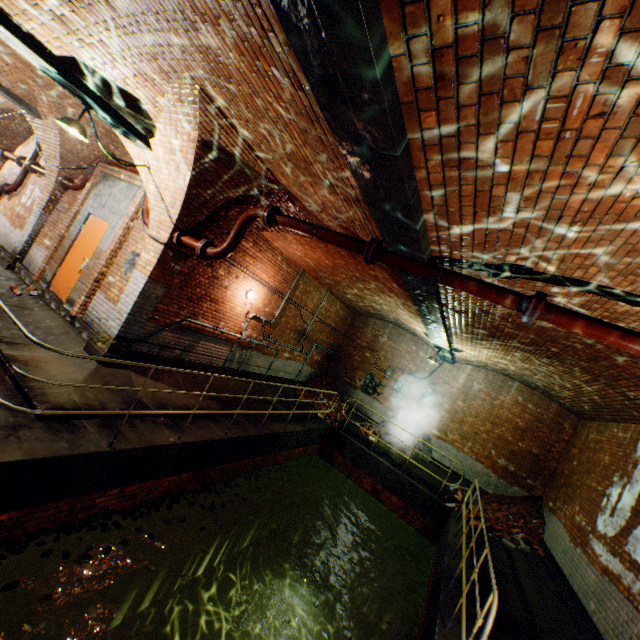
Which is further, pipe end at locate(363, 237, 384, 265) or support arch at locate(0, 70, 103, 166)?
support arch at locate(0, 70, 103, 166)

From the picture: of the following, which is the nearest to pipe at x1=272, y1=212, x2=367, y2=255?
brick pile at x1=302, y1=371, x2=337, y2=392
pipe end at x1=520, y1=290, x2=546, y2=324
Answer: pipe end at x1=520, y1=290, x2=546, y2=324

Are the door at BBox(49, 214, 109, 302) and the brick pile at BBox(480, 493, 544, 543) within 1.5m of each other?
no

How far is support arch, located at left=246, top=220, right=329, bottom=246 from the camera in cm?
675

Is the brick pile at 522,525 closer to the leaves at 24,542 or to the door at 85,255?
the leaves at 24,542

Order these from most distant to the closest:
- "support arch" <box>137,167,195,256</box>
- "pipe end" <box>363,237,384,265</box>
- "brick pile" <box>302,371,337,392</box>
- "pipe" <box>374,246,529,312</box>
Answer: "brick pile" <box>302,371,337,392</box> < "support arch" <box>137,167,195,256</box> < "pipe end" <box>363,237,384,265</box> < "pipe" <box>374,246,529,312</box>

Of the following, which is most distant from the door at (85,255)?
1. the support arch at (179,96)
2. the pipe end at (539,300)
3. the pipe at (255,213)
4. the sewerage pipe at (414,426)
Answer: the sewerage pipe at (414,426)

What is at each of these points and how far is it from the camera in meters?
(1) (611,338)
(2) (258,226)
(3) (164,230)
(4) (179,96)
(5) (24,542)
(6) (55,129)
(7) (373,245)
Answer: (1) pipe, 3.1 m
(2) support arch, 6.8 m
(3) support arch, 6.1 m
(4) support arch, 4.2 m
(5) leaves, 4.0 m
(6) support arch, 7.8 m
(7) pipe end, 4.3 m
